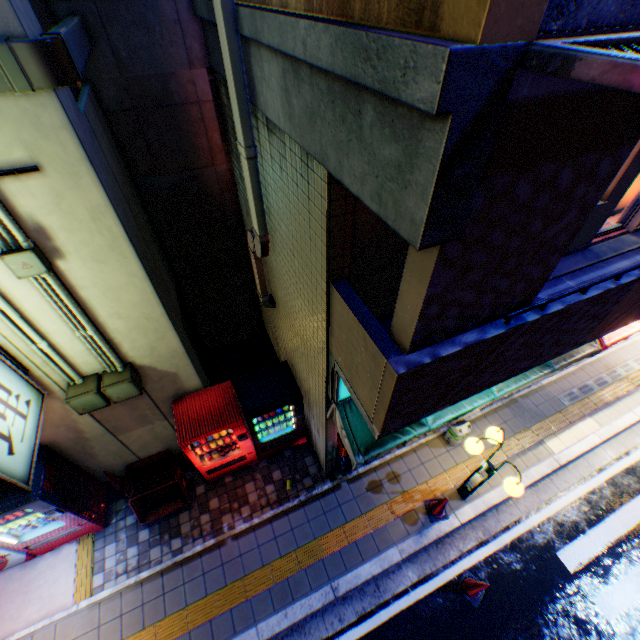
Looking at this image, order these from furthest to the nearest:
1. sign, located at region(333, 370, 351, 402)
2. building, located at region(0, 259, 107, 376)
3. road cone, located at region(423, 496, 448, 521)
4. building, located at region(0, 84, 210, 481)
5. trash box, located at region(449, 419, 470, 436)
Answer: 1. trash box, located at region(449, 419, 470, 436)
2. road cone, located at region(423, 496, 448, 521)
3. sign, located at region(333, 370, 351, 402)
4. building, located at region(0, 259, 107, 376)
5. building, located at region(0, 84, 210, 481)

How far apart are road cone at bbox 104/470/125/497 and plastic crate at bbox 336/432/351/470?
4.38m

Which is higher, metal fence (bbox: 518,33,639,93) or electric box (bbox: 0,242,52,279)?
metal fence (bbox: 518,33,639,93)

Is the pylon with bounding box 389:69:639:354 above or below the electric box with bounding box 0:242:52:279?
above

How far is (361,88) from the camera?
1.6 meters

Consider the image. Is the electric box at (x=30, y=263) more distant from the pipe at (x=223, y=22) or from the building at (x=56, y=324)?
the pipe at (x=223, y=22)

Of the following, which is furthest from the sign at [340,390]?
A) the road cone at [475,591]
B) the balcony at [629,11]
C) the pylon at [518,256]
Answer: the road cone at [475,591]

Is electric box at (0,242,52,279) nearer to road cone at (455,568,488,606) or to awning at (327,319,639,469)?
awning at (327,319,639,469)
